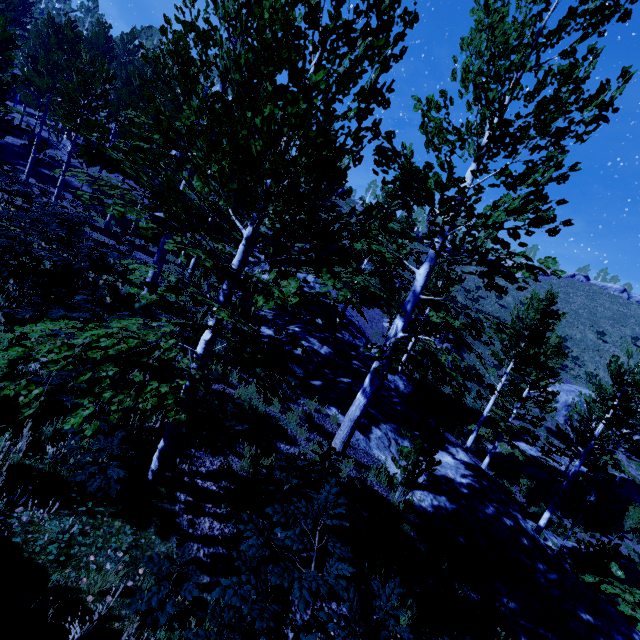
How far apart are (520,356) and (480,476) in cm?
626

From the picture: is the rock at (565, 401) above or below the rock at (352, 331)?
above

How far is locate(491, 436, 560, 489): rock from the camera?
22.3m

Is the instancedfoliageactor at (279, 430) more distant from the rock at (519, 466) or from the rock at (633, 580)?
the rock at (519, 466)

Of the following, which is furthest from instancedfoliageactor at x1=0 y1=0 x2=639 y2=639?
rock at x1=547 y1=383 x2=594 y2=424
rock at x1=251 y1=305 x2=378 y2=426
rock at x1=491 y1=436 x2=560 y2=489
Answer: rock at x1=547 y1=383 x2=594 y2=424

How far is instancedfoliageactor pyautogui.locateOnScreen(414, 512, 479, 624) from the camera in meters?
5.1

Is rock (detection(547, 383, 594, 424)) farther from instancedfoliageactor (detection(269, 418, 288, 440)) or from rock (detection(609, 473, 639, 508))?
instancedfoliageactor (detection(269, 418, 288, 440))

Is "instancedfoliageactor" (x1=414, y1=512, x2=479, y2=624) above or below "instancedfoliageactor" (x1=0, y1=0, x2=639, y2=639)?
below
